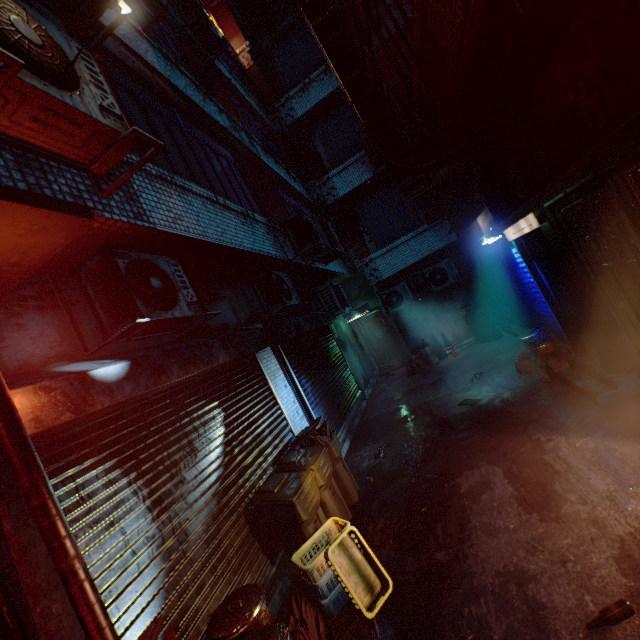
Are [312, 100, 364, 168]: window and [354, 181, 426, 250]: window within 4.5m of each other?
yes

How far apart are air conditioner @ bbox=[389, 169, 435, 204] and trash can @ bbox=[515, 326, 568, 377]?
3.0 meters

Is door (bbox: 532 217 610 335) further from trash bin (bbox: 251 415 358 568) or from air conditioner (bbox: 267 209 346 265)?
trash bin (bbox: 251 415 358 568)

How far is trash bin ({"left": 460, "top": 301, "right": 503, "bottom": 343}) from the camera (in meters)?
8.94

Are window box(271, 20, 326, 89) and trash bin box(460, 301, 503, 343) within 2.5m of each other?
no

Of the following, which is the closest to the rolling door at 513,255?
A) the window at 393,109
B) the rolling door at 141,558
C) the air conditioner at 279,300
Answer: the window at 393,109

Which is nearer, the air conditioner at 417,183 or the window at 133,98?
the window at 133,98

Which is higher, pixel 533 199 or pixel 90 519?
pixel 533 199
